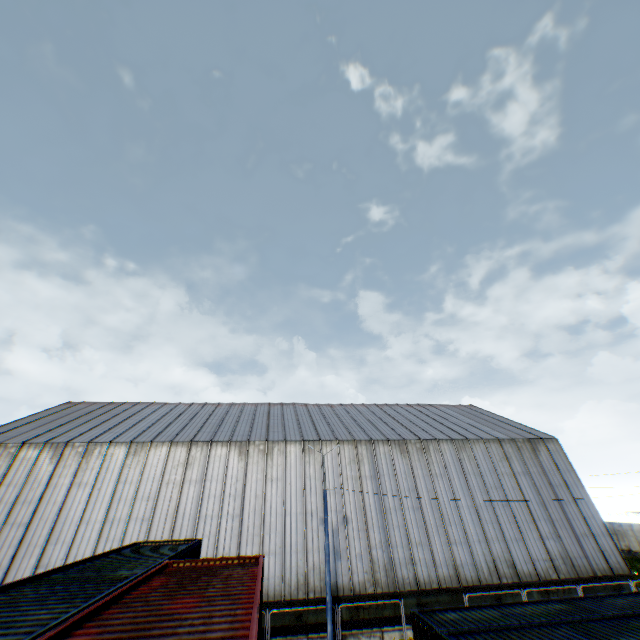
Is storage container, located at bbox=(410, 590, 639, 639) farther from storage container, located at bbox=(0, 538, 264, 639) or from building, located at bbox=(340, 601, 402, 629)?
building, located at bbox=(340, 601, 402, 629)

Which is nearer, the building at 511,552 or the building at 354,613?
the building at 354,613

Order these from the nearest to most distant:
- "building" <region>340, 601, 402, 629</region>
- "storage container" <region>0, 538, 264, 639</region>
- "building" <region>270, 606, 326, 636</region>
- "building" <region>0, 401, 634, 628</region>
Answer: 1. "storage container" <region>0, 538, 264, 639</region>
2. "building" <region>270, 606, 326, 636</region>
3. "building" <region>340, 601, 402, 629</region>
4. "building" <region>0, 401, 634, 628</region>

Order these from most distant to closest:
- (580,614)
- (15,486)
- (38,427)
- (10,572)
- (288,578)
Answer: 1. (38,427)
2. (15,486)
3. (288,578)
4. (10,572)
5. (580,614)

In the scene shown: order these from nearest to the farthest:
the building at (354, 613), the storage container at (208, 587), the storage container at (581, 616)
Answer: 1. the storage container at (208, 587)
2. the storage container at (581, 616)
3. the building at (354, 613)

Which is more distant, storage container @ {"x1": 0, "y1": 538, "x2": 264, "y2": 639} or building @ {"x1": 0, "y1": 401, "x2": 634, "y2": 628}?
building @ {"x1": 0, "y1": 401, "x2": 634, "y2": 628}

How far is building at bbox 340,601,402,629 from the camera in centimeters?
1914cm

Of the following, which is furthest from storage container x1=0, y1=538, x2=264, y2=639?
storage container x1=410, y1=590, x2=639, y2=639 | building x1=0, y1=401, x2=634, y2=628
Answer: building x1=0, y1=401, x2=634, y2=628
